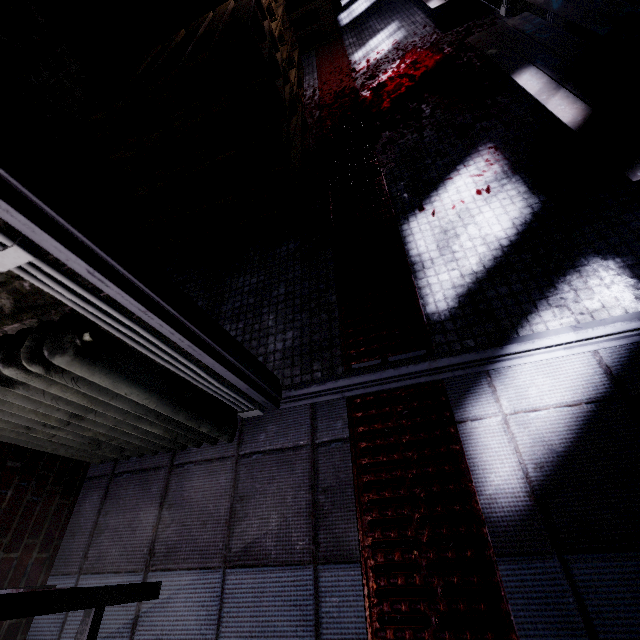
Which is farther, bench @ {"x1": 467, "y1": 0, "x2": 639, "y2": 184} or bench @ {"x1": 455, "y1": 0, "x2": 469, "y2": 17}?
bench @ {"x1": 455, "y1": 0, "x2": 469, "y2": 17}

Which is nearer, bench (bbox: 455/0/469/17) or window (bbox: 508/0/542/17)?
window (bbox: 508/0/542/17)

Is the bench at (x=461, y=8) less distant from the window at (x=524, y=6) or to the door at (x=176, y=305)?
the window at (x=524, y=6)

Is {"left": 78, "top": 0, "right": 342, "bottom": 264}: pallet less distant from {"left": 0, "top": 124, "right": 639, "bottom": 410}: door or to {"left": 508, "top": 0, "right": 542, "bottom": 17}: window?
{"left": 0, "top": 124, "right": 639, "bottom": 410}: door

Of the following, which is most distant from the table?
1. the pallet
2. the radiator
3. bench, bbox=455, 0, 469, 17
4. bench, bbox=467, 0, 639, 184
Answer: bench, bbox=455, 0, 469, 17

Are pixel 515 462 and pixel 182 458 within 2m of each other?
yes

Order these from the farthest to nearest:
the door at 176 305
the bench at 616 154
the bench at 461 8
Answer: the bench at 461 8 → the bench at 616 154 → the door at 176 305

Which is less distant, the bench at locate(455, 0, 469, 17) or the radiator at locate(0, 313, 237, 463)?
the radiator at locate(0, 313, 237, 463)
